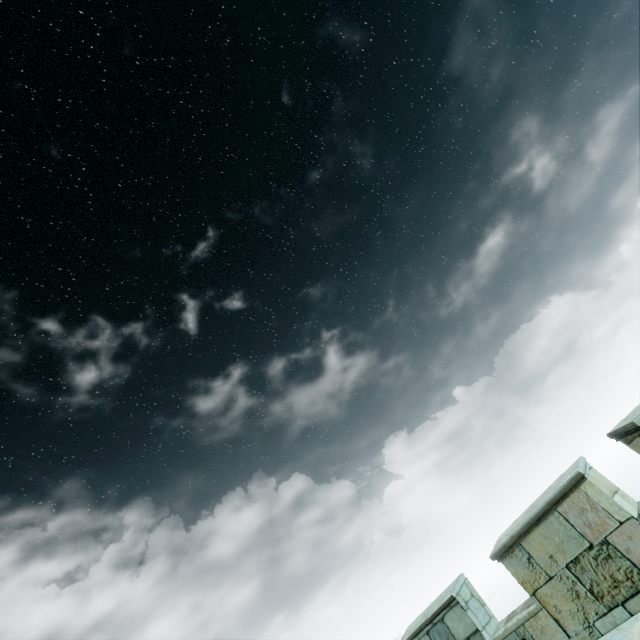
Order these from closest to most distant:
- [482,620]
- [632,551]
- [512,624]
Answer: [632,551], [512,624], [482,620]
